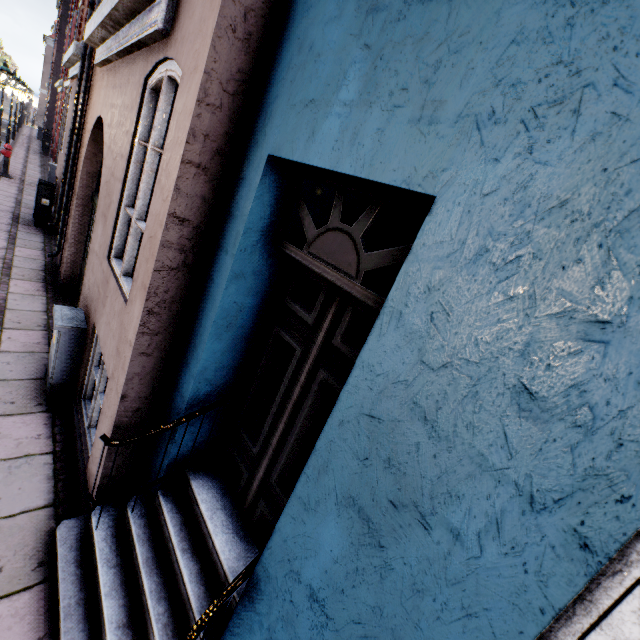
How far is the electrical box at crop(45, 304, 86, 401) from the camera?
3.73m

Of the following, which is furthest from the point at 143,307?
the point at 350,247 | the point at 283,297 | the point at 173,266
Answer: the point at 350,247

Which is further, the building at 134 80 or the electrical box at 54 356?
the electrical box at 54 356

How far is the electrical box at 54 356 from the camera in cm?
373

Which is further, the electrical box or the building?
the electrical box
